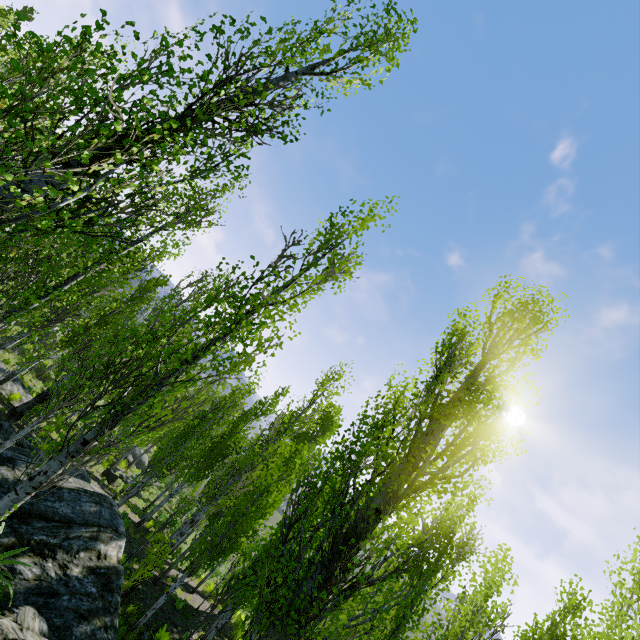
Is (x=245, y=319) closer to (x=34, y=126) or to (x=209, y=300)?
(x=209, y=300)

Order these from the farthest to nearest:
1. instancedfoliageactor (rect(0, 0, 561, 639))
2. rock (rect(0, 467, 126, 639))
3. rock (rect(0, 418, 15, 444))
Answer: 1. rock (rect(0, 418, 15, 444))
2. rock (rect(0, 467, 126, 639))
3. instancedfoliageactor (rect(0, 0, 561, 639))

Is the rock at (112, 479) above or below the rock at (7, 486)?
below

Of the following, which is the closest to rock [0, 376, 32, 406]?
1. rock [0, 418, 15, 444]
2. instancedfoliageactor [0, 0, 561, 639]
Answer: instancedfoliageactor [0, 0, 561, 639]

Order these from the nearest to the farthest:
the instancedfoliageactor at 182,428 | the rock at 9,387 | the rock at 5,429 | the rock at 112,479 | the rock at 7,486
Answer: the instancedfoliageactor at 182,428 < the rock at 7,486 < the rock at 5,429 < the rock at 9,387 < the rock at 112,479

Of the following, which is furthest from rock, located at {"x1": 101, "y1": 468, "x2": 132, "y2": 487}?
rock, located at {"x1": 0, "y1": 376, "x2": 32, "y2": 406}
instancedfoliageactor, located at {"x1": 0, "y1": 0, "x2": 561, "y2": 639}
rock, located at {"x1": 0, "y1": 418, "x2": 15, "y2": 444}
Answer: rock, located at {"x1": 0, "y1": 418, "x2": 15, "y2": 444}

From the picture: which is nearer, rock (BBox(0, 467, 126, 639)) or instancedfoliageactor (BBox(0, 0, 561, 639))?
instancedfoliageactor (BBox(0, 0, 561, 639))
